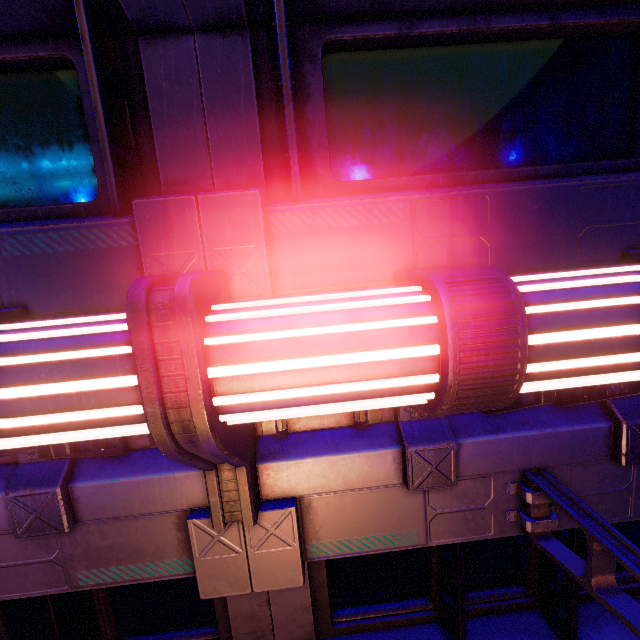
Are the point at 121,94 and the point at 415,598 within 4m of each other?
no
